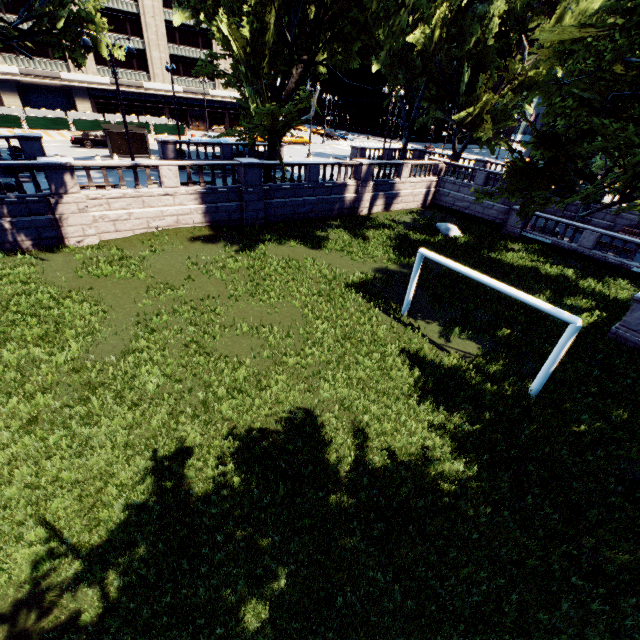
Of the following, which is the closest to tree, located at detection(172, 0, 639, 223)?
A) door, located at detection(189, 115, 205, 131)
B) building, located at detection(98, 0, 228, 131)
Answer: building, located at detection(98, 0, 228, 131)

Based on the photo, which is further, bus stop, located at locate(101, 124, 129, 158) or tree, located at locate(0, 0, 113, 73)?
bus stop, located at locate(101, 124, 129, 158)

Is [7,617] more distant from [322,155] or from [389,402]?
[322,155]

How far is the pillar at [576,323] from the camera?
9.3m

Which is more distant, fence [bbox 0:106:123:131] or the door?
the door

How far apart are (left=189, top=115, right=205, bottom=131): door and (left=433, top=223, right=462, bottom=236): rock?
49.1 meters

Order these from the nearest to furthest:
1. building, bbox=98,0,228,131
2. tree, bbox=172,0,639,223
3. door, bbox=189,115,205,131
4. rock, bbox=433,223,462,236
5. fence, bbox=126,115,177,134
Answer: tree, bbox=172,0,639,223 → rock, bbox=433,223,462,236 → fence, bbox=126,115,177,134 → building, bbox=98,0,228,131 → door, bbox=189,115,205,131

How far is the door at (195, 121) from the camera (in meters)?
54.38
